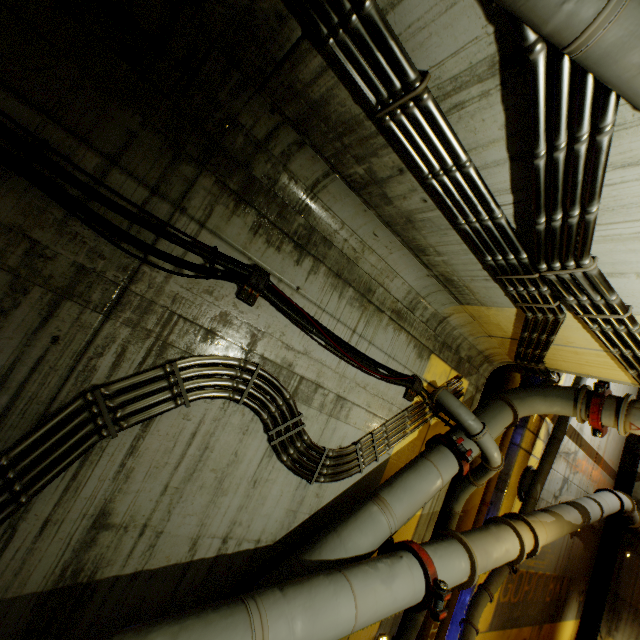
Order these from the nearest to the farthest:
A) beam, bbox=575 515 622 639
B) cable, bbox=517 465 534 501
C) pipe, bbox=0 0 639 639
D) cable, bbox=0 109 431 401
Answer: pipe, bbox=0 0 639 639 < cable, bbox=0 109 431 401 < cable, bbox=517 465 534 501 < beam, bbox=575 515 622 639

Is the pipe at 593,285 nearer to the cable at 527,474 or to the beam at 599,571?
the cable at 527,474

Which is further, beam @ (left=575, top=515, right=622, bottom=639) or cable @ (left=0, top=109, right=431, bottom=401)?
beam @ (left=575, top=515, right=622, bottom=639)

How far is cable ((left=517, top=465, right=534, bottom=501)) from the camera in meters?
7.5

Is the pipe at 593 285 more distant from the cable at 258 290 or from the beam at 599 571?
the beam at 599 571

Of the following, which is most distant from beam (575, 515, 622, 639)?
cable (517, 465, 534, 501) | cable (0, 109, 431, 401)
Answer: cable (0, 109, 431, 401)

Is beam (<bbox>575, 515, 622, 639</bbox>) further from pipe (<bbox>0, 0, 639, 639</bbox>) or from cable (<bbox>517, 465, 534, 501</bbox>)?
cable (<bbox>517, 465, 534, 501</bbox>)

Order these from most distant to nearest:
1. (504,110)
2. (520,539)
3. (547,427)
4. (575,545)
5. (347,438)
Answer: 1. (575,545)
2. (547,427)
3. (520,539)
4. (347,438)
5. (504,110)
